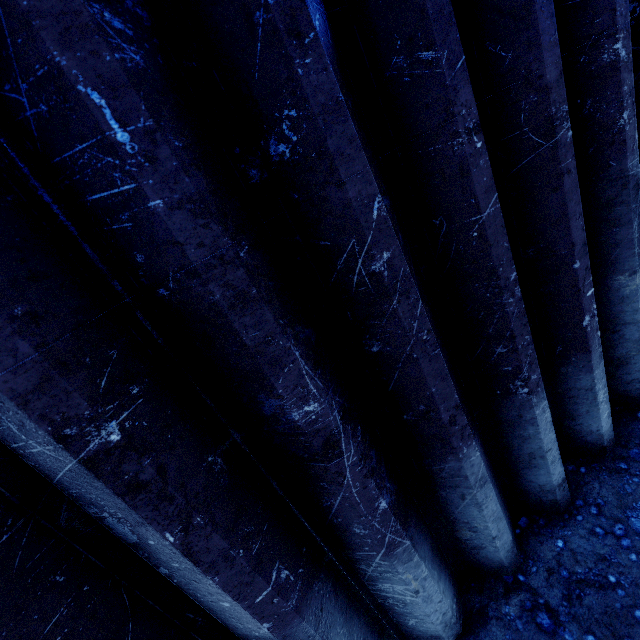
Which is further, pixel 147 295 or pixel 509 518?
pixel 509 518
